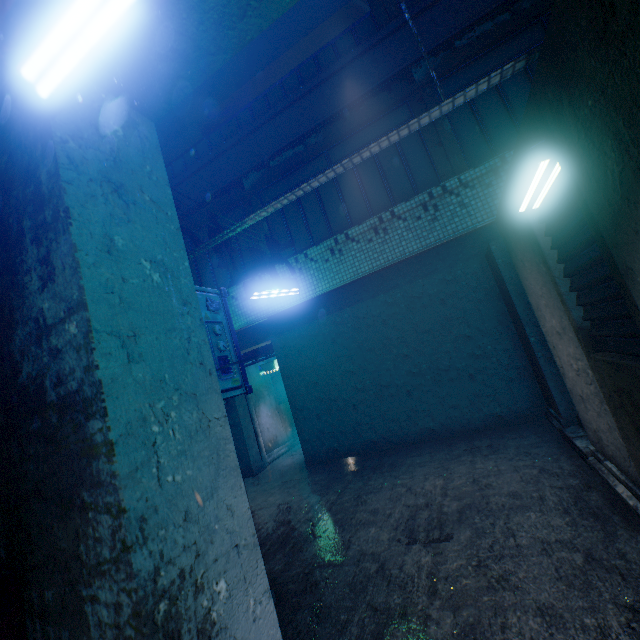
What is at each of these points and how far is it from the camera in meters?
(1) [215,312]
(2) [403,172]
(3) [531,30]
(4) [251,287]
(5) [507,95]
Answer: (1) air conditioner, 2.5 m
(2) window, 5.4 m
(3) window, 4.7 m
(4) light, 5.0 m
(5) window, 4.8 m

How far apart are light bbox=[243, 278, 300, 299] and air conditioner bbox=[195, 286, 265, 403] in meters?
1.9

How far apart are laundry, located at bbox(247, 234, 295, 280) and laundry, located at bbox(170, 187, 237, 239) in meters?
1.0 m

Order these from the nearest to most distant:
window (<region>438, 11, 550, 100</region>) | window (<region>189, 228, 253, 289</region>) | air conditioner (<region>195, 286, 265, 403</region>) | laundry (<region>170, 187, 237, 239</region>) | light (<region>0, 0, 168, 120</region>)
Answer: light (<region>0, 0, 168, 120</region>)
air conditioner (<region>195, 286, 265, 403</region>)
laundry (<region>170, 187, 237, 239</region>)
window (<region>438, 11, 550, 100</region>)
window (<region>189, 228, 253, 289</region>)

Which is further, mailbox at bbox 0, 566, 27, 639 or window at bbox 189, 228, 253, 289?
window at bbox 189, 228, 253, 289

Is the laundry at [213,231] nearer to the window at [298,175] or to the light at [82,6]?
the window at [298,175]

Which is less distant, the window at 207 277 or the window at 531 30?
the window at 531 30

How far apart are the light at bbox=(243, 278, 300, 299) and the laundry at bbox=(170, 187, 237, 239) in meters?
1.0
